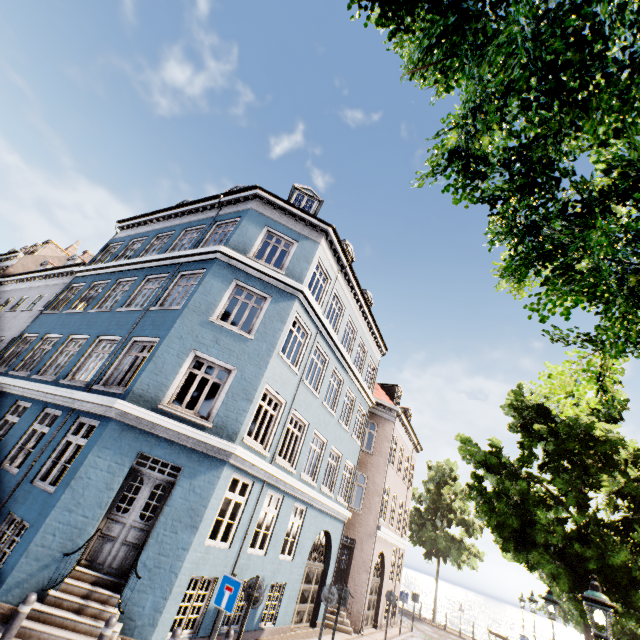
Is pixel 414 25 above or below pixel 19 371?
above

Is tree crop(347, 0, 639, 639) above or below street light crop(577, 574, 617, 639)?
above

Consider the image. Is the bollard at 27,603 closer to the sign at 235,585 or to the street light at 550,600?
the sign at 235,585

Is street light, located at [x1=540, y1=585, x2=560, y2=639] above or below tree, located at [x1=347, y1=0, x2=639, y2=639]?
below

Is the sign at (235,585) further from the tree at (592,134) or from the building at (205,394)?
the tree at (592,134)

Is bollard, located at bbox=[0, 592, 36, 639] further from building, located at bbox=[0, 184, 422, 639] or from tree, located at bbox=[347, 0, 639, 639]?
tree, located at bbox=[347, 0, 639, 639]

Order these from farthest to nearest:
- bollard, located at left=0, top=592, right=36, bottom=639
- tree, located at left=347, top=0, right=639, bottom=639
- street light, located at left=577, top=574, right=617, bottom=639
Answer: street light, located at left=577, top=574, right=617, bottom=639 < bollard, located at left=0, top=592, right=36, bottom=639 < tree, located at left=347, top=0, right=639, bottom=639

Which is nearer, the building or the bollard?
the bollard
